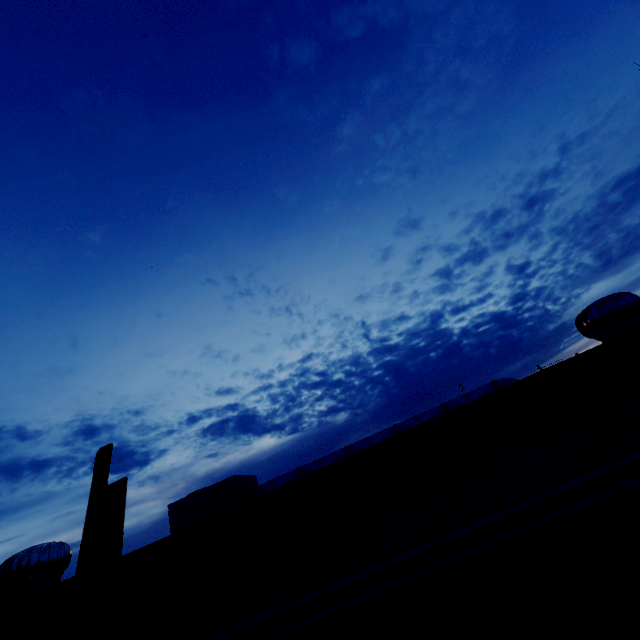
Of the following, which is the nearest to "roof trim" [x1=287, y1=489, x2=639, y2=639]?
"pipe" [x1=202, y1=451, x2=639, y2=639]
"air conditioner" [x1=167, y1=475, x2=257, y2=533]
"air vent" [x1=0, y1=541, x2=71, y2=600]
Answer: "pipe" [x1=202, y1=451, x2=639, y2=639]

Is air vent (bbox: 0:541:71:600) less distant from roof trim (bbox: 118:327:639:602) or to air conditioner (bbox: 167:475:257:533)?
roof trim (bbox: 118:327:639:602)

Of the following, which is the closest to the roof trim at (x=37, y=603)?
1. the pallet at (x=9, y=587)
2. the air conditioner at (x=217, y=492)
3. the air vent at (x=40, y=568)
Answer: the pallet at (x=9, y=587)

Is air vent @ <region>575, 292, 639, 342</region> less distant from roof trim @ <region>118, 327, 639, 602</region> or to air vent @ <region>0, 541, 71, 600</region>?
roof trim @ <region>118, 327, 639, 602</region>

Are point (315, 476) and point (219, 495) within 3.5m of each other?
no

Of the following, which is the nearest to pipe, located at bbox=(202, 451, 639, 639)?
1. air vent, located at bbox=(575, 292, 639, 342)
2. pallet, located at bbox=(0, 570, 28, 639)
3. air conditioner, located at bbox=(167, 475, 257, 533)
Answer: pallet, located at bbox=(0, 570, 28, 639)

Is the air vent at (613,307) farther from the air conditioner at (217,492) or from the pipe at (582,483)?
the air conditioner at (217,492)

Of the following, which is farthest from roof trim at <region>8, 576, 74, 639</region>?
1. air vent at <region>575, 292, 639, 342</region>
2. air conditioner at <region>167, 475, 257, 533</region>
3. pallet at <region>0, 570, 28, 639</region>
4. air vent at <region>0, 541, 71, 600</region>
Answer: air vent at <region>575, 292, 639, 342</region>
